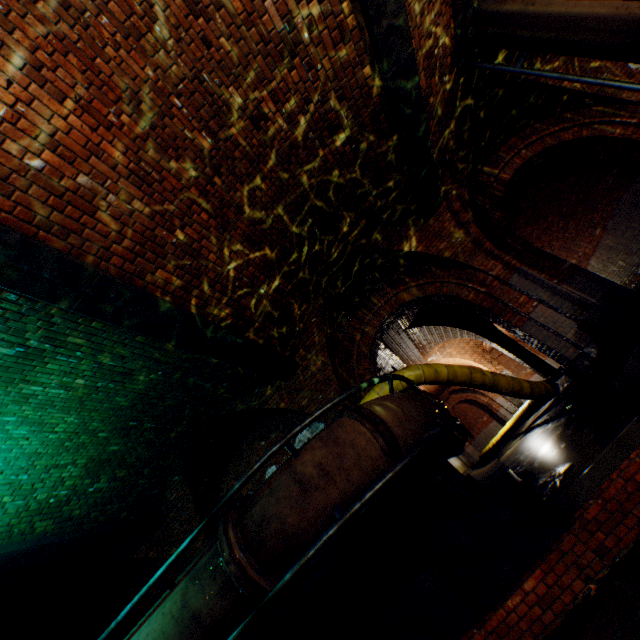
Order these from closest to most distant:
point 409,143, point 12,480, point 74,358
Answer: point 74,358 < point 12,480 < point 409,143

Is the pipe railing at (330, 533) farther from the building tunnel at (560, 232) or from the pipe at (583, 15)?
the pipe at (583, 15)

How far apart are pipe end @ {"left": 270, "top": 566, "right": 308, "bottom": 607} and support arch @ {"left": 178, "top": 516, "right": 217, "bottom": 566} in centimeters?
355cm

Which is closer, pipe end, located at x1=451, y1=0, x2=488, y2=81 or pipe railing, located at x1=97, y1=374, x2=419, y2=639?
pipe railing, located at x1=97, y1=374, x2=419, y2=639

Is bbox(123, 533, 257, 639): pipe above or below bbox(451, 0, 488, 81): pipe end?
below

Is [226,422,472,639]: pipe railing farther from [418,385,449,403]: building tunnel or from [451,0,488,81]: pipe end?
[451,0,488,81]: pipe end

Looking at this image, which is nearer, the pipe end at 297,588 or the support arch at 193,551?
the pipe end at 297,588

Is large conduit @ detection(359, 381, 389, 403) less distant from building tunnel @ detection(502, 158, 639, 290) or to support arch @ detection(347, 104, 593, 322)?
building tunnel @ detection(502, 158, 639, 290)
